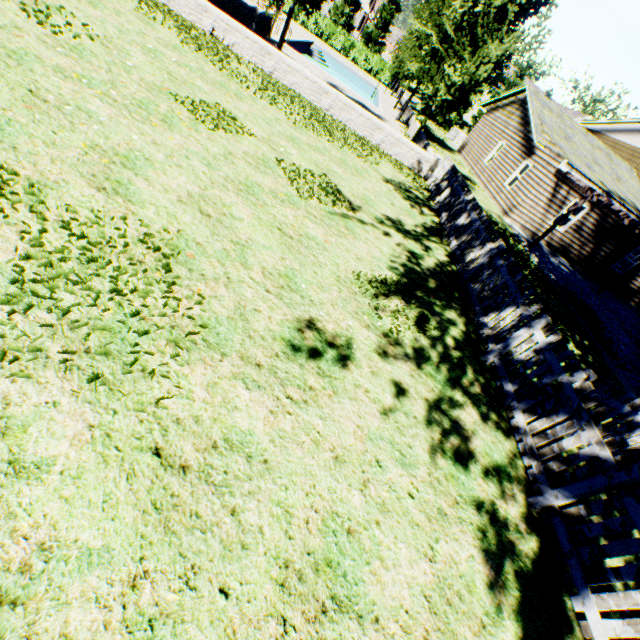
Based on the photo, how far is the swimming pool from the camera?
23.3m

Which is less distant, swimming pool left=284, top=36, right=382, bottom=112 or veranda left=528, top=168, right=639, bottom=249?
veranda left=528, top=168, right=639, bottom=249

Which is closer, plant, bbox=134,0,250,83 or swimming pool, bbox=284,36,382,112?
plant, bbox=134,0,250,83

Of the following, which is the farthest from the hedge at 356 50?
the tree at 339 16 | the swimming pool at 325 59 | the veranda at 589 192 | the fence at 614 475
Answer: the fence at 614 475

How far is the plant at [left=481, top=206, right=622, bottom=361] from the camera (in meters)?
10.52

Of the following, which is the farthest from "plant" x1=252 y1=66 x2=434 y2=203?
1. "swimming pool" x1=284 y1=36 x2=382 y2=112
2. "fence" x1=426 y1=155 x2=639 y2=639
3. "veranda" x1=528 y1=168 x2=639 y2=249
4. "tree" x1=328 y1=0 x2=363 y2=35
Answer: "veranda" x1=528 y1=168 x2=639 y2=249

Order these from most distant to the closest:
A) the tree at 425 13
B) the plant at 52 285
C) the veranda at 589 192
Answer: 1. the veranda at 589 192
2. the tree at 425 13
3. the plant at 52 285

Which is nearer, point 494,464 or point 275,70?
point 494,464
